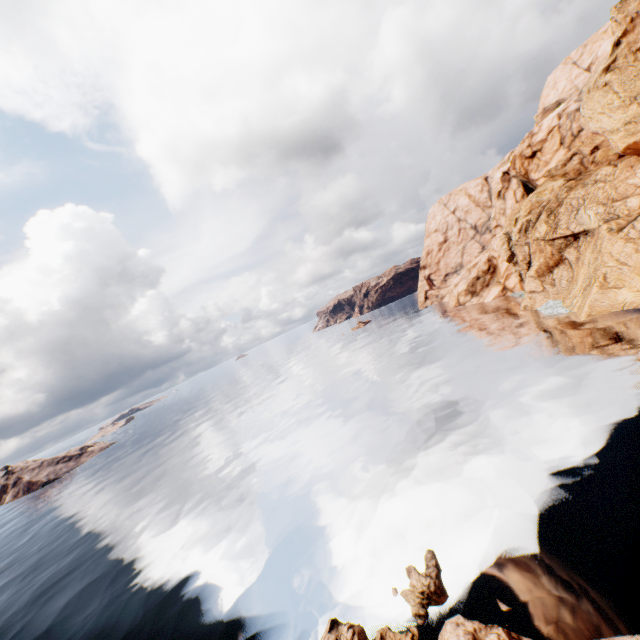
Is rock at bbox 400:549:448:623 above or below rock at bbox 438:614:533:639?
below

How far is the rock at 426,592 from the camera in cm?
1316

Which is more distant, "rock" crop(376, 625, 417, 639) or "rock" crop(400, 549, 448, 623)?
"rock" crop(400, 549, 448, 623)

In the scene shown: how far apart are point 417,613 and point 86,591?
29.79m

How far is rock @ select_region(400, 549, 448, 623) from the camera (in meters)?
13.16

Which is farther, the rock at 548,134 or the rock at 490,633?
the rock at 548,134

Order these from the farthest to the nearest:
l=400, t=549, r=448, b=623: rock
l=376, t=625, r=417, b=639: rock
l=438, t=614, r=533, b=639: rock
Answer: l=400, t=549, r=448, b=623: rock → l=376, t=625, r=417, b=639: rock → l=438, t=614, r=533, b=639: rock
